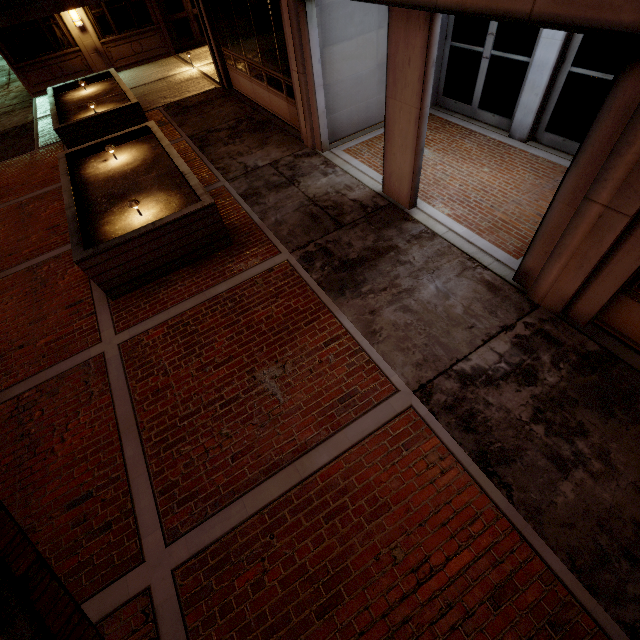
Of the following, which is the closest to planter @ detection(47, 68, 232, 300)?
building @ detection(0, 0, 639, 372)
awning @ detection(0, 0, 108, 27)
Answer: building @ detection(0, 0, 639, 372)

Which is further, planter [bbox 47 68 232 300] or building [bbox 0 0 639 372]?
planter [bbox 47 68 232 300]

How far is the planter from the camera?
5.66m

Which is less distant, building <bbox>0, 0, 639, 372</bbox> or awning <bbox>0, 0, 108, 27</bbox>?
building <bbox>0, 0, 639, 372</bbox>

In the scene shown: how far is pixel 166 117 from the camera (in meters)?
11.40

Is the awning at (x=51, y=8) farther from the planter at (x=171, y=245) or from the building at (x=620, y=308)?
the planter at (x=171, y=245)

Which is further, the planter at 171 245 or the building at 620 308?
the planter at 171 245
